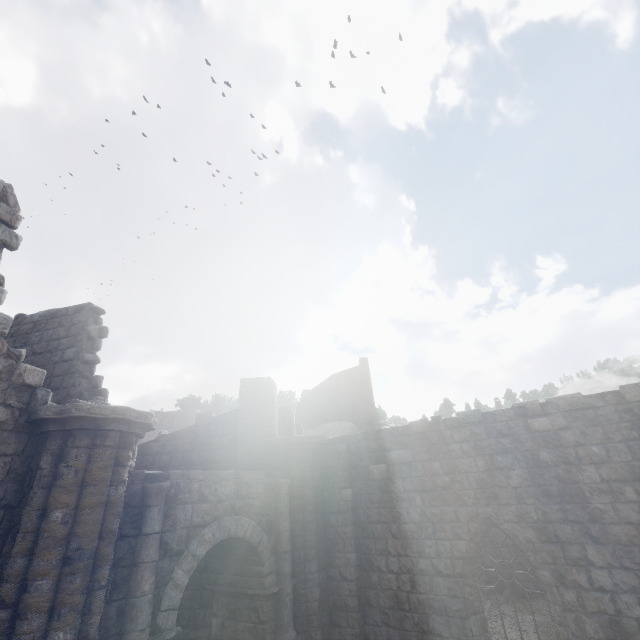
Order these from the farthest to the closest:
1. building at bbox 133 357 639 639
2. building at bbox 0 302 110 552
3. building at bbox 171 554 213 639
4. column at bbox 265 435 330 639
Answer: building at bbox 171 554 213 639
column at bbox 265 435 330 639
building at bbox 133 357 639 639
building at bbox 0 302 110 552

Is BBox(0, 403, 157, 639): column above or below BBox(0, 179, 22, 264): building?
below

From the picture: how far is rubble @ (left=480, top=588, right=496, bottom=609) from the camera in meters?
13.3

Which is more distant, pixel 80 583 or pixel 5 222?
pixel 5 222

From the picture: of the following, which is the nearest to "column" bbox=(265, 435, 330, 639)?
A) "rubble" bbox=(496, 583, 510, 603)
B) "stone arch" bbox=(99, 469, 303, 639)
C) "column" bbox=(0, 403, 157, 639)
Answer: "stone arch" bbox=(99, 469, 303, 639)

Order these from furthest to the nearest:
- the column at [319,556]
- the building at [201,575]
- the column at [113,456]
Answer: the building at [201,575] < the column at [319,556] < the column at [113,456]

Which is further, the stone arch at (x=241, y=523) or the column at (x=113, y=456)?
the stone arch at (x=241, y=523)
